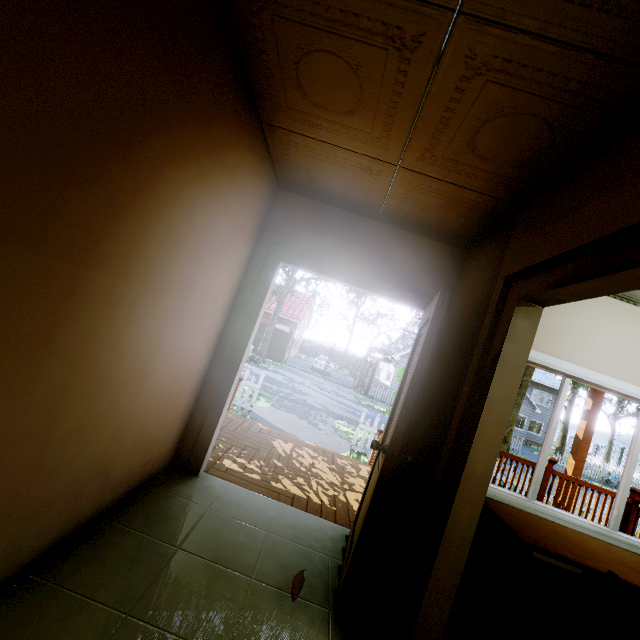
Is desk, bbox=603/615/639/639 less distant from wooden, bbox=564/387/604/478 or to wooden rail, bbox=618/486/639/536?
wooden rail, bbox=618/486/639/536

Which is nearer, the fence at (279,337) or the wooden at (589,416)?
the wooden at (589,416)

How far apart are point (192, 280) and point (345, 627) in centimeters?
227cm

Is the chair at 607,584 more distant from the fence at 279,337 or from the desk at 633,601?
the fence at 279,337

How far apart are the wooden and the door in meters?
4.7 m

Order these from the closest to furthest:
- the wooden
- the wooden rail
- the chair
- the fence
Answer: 1. the chair
2. the wooden rail
3. the wooden
4. the fence

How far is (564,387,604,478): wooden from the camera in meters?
5.5 m

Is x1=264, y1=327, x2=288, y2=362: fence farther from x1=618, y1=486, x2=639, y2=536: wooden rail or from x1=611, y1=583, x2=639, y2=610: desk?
x1=611, y1=583, x2=639, y2=610: desk
